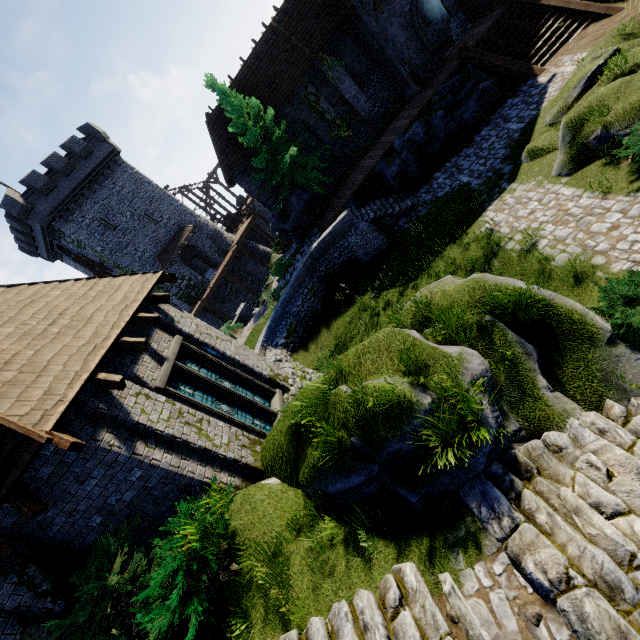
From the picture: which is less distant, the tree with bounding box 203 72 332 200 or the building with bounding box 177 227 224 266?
the tree with bounding box 203 72 332 200

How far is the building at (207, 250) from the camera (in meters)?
35.22

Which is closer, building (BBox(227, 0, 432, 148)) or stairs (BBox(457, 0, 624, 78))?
stairs (BBox(457, 0, 624, 78))

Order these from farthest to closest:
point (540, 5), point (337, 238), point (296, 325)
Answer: point (337, 238)
point (296, 325)
point (540, 5)

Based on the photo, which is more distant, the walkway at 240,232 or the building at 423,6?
the walkway at 240,232

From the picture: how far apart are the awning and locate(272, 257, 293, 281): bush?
14.74m

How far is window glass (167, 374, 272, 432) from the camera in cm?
834

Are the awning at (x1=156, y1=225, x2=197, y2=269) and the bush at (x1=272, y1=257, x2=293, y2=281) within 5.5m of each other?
no
